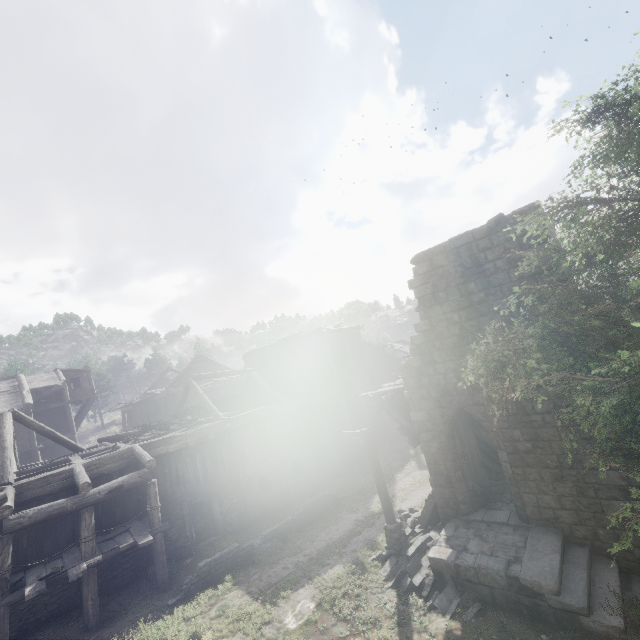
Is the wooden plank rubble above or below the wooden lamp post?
above

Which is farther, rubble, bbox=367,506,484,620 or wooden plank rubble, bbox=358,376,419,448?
wooden plank rubble, bbox=358,376,419,448

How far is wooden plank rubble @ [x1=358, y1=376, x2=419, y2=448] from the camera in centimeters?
1314cm

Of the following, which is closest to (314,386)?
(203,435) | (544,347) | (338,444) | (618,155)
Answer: (338,444)

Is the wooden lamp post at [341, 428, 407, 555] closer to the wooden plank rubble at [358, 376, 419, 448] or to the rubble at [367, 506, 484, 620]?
the rubble at [367, 506, 484, 620]

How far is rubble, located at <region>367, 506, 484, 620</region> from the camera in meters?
9.1

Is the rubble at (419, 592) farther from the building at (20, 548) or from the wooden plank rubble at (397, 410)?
the wooden plank rubble at (397, 410)
